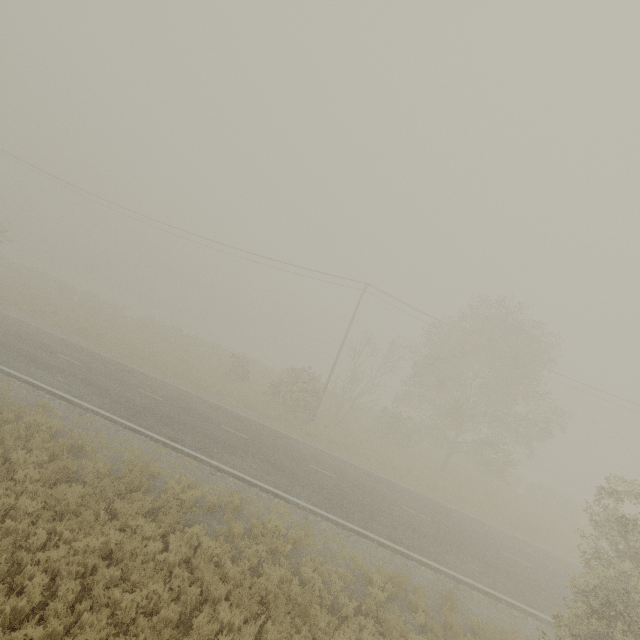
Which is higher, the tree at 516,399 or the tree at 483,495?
the tree at 516,399

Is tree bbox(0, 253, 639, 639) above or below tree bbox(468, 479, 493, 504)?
above

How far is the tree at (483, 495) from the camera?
21.9m

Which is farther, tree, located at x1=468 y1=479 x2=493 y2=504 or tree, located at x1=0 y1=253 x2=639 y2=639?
tree, located at x1=468 y1=479 x2=493 y2=504

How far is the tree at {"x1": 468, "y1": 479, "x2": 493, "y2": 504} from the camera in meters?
21.9 m

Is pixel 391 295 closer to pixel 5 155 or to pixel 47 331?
pixel 47 331
